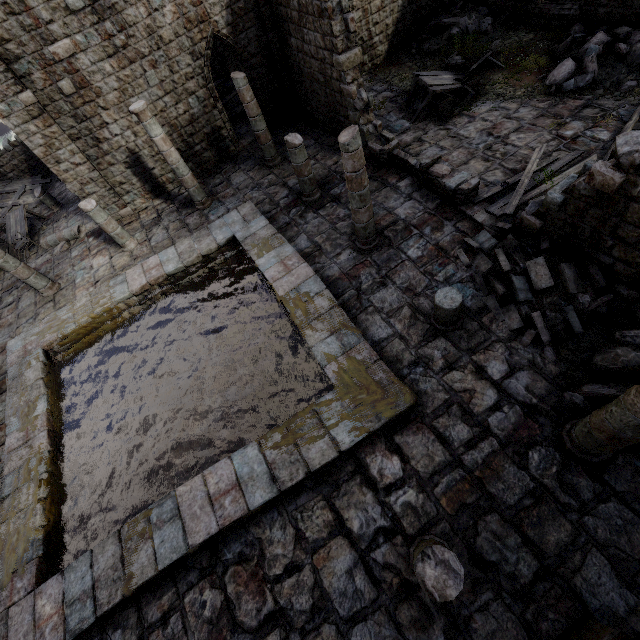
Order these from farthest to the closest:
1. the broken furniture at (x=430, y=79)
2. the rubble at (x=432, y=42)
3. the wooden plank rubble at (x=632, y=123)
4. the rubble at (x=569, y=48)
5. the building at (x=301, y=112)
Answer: the rubble at (x=432, y=42) → the broken furniture at (x=430, y=79) → the rubble at (x=569, y=48) → the wooden plank rubble at (x=632, y=123) → the building at (x=301, y=112)

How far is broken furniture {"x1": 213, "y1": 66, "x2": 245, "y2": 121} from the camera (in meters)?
16.89

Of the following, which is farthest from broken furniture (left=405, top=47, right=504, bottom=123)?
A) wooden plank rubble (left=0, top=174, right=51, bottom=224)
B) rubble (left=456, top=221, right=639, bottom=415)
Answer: wooden plank rubble (left=0, top=174, right=51, bottom=224)

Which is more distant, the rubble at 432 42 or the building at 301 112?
the rubble at 432 42

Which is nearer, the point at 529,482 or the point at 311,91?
the point at 529,482

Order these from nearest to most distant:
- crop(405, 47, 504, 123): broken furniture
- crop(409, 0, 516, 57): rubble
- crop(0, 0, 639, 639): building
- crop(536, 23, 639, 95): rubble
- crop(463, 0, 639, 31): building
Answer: crop(0, 0, 639, 639): building → crop(536, 23, 639, 95): rubble → crop(463, 0, 639, 31): building → crop(405, 47, 504, 123): broken furniture → crop(409, 0, 516, 57): rubble

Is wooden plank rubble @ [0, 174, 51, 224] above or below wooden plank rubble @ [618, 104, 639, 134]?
above

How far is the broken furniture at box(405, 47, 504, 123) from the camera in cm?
1214
